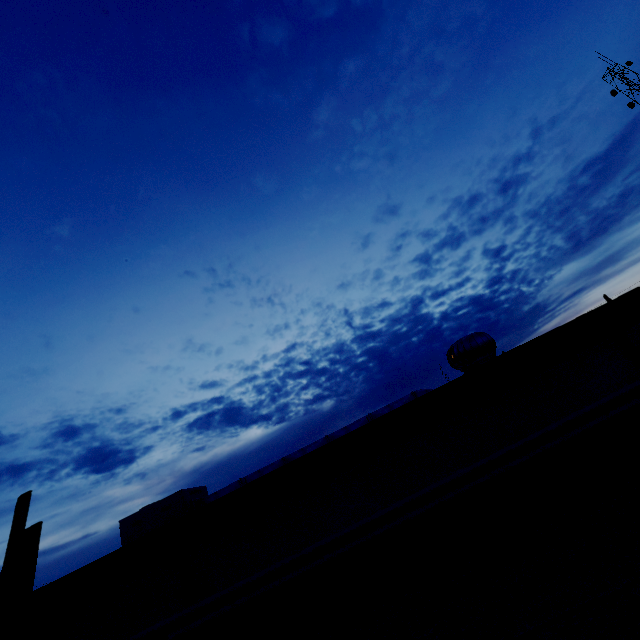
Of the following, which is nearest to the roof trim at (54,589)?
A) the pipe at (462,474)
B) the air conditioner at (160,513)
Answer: the pipe at (462,474)

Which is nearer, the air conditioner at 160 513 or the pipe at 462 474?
the pipe at 462 474

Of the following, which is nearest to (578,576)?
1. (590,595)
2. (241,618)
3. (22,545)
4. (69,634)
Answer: (590,595)

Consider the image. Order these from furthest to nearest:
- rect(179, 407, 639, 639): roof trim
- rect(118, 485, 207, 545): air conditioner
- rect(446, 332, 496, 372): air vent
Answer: rect(118, 485, 207, 545): air conditioner → rect(446, 332, 496, 372): air vent → rect(179, 407, 639, 639): roof trim

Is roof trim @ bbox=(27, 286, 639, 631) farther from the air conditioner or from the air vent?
the air conditioner

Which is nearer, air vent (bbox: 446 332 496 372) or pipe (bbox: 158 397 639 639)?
pipe (bbox: 158 397 639 639)

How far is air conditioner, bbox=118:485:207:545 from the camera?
6.3m

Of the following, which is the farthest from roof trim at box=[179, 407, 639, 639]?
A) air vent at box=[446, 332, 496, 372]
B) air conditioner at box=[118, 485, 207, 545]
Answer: air conditioner at box=[118, 485, 207, 545]
